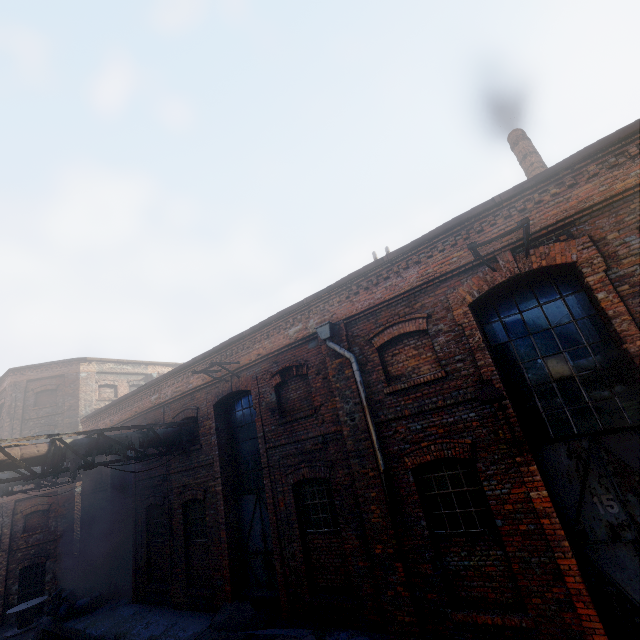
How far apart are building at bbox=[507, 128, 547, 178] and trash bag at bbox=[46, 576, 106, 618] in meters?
20.6

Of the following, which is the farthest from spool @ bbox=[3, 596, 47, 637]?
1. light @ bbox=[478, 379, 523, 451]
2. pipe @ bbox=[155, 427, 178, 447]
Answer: light @ bbox=[478, 379, 523, 451]

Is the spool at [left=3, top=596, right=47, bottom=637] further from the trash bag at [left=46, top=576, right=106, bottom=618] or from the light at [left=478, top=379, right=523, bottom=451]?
the light at [left=478, top=379, right=523, bottom=451]

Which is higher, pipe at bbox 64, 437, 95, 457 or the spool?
pipe at bbox 64, 437, 95, 457

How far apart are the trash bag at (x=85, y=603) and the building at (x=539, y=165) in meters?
20.6 m

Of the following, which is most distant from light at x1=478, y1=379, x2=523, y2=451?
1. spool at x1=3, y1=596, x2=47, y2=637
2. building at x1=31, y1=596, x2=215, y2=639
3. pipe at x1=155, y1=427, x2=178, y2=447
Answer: spool at x1=3, y1=596, x2=47, y2=637

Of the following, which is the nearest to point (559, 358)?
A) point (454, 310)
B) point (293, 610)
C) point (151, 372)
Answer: point (454, 310)

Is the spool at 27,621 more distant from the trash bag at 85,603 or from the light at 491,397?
the light at 491,397
